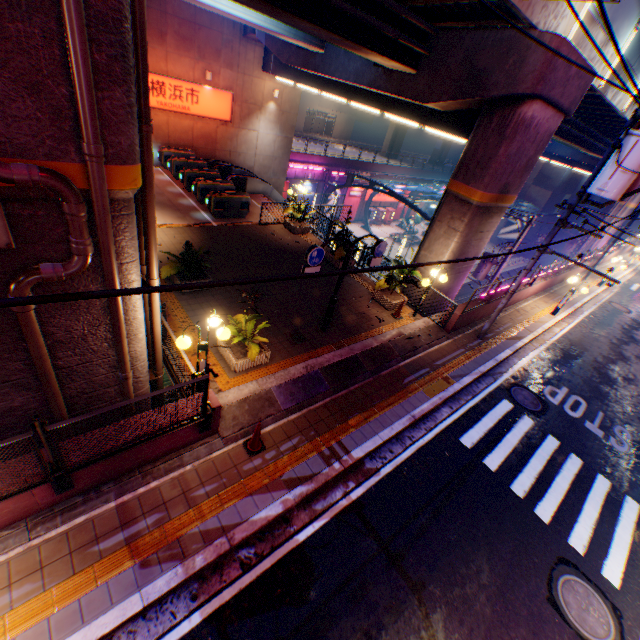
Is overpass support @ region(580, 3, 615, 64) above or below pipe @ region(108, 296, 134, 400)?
above

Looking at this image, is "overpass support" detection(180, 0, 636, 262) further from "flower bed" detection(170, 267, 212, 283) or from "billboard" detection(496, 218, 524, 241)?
"billboard" detection(496, 218, 524, 241)

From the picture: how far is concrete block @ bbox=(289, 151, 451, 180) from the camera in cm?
3073

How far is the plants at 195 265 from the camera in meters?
9.9

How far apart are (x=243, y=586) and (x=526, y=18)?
14.4m

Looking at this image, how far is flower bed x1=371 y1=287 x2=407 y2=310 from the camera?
12.8 meters

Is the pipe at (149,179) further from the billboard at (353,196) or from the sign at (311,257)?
the billboard at (353,196)

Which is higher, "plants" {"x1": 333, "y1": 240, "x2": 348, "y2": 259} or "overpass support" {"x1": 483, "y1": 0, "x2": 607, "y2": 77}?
"overpass support" {"x1": 483, "y1": 0, "x2": 607, "y2": 77}
